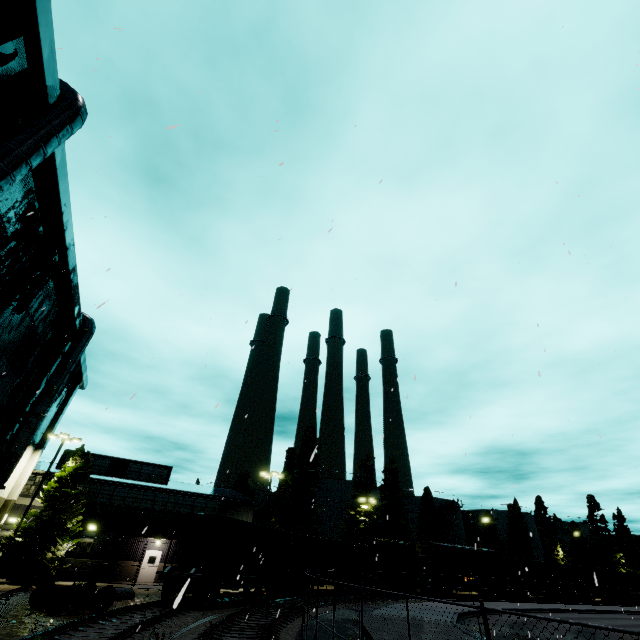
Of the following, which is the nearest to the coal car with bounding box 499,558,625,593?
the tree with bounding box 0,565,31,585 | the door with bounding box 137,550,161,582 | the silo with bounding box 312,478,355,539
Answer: the silo with bounding box 312,478,355,539

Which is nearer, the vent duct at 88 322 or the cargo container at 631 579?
the vent duct at 88 322

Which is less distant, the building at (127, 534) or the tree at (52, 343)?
the tree at (52, 343)

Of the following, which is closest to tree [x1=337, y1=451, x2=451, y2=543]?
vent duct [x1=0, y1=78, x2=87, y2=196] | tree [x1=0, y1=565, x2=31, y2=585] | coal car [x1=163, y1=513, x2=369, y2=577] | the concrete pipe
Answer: coal car [x1=163, y1=513, x2=369, y2=577]

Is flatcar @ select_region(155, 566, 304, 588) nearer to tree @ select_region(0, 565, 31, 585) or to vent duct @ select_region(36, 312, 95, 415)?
vent duct @ select_region(36, 312, 95, 415)

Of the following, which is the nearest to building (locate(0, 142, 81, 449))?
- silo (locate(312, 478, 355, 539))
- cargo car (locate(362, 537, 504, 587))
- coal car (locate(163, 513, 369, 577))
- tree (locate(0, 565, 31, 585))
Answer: coal car (locate(163, 513, 369, 577))

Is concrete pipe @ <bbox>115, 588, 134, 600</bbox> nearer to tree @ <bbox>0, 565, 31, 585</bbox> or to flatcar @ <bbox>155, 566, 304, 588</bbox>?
flatcar @ <bbox>155, 566, 304, 588</bbox>

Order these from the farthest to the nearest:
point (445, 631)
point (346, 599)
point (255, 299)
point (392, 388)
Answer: point (346, 599)
point (445, 631)
point (255, 299)
point (392, 388)
